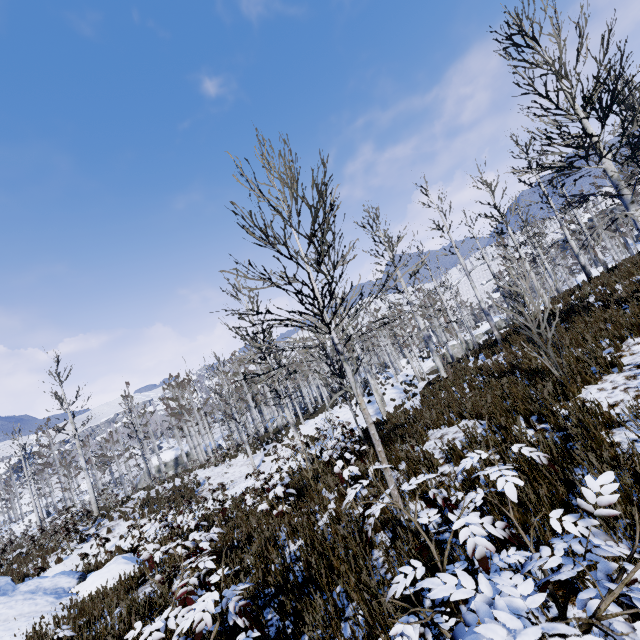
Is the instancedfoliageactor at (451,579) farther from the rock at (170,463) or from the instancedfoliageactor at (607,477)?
the rock at (170,463)

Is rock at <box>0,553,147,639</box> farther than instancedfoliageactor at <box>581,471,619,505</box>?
Yes

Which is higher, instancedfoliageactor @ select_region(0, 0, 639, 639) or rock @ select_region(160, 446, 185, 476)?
instancedfoliageactor @ select_region(0, 0, 639, 639)

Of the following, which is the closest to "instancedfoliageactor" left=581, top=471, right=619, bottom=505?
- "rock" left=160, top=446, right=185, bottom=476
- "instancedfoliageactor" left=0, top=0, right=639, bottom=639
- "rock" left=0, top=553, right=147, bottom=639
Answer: "rock" left=0, top=553, right=147, bottom=639

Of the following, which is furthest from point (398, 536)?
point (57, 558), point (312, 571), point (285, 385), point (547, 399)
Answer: point (285, 385)

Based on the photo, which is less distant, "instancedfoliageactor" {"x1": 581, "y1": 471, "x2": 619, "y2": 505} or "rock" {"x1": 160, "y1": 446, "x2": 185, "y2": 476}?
"instancedfoliageactor" {"x1": 581, "y1": 471, "x2": 619, "y2": 505}

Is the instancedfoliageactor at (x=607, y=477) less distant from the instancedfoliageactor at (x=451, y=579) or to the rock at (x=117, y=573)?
the rock at (x=117, y=573)

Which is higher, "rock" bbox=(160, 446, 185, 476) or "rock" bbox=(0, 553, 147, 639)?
"rock" bbox=(0, 553, 147, 639)
